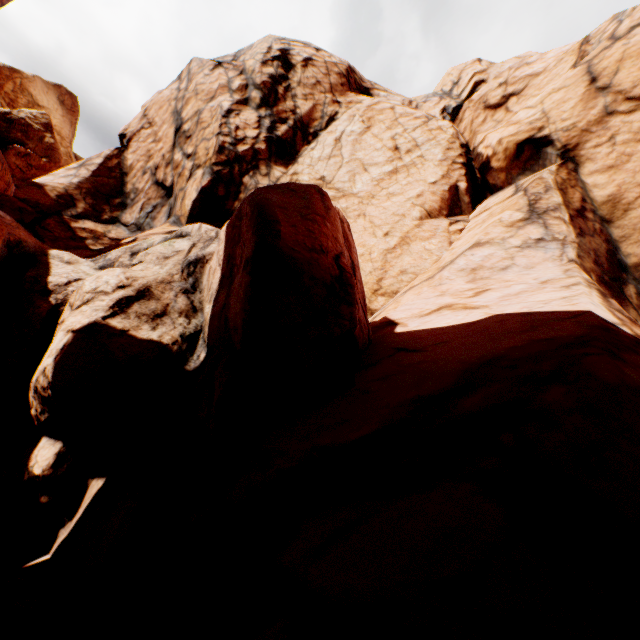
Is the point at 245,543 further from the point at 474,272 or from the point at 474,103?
the point at 474,103
